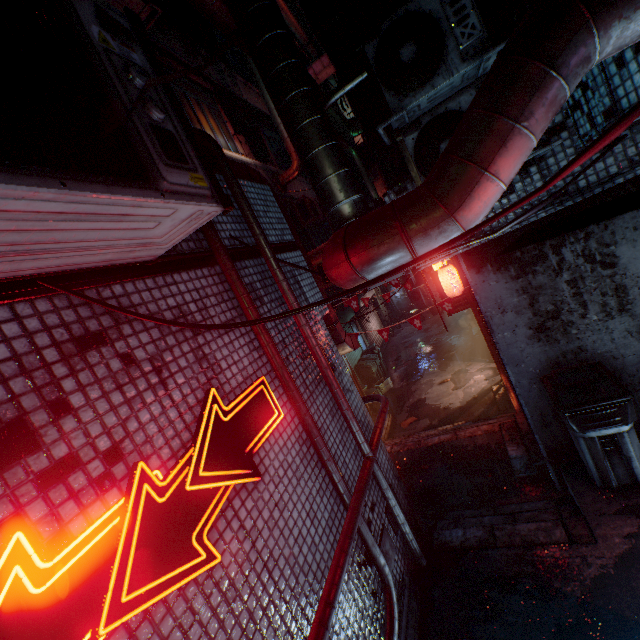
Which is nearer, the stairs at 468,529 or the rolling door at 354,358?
the stairs at 468,529

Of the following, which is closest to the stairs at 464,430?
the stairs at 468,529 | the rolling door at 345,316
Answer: the stairs at 468,529

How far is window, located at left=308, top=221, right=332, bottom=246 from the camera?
10.25m

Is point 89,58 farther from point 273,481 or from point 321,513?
point 321,513

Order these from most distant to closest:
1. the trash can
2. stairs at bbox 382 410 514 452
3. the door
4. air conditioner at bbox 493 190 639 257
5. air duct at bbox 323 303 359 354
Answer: the door, the trash can, stairs at bbox 382 410 514 452, air duct at bbox 323 303 359 354, air conditioner at bbox 493 190 639 257

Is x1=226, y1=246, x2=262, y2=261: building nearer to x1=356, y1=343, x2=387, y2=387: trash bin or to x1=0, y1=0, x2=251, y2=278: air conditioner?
x1=0, y1=0, x2=251, y2=278: air conditioner

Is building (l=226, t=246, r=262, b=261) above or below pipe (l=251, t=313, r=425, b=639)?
above

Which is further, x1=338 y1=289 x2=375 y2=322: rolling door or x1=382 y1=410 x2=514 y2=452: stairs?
x1=338 y1=289 x2=375 y2=322: rolling door
